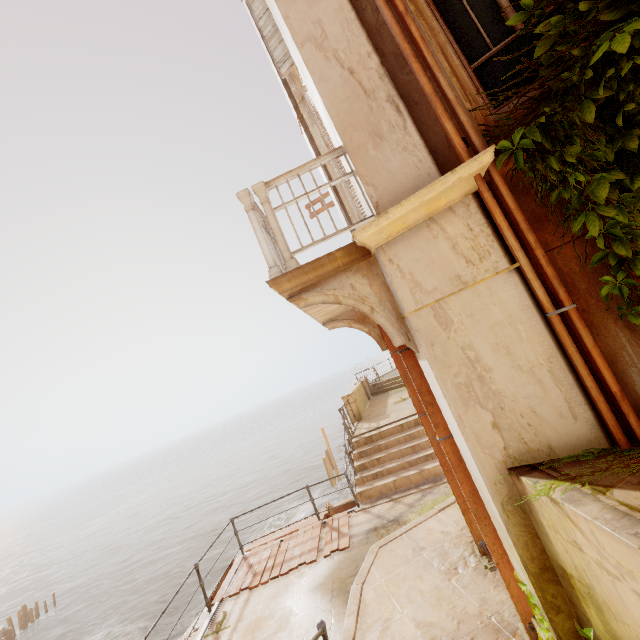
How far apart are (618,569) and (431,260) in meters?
2.3 m

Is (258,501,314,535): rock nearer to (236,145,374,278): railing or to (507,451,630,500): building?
(236,145,374,278): railing

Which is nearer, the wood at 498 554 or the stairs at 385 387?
the wood at 498 554

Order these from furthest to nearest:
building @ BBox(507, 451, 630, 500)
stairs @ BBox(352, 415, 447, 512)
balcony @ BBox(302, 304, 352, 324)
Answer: stairs @ BBox(352, 415, 447, 512) < balcony @ BBox(302, 304, 352, 324) < building @ BBox(507, 451, 630, 500)

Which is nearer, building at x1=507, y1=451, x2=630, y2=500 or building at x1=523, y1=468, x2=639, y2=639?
building at x1=523, y1=468, x2=639, y2=639

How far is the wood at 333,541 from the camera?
6.9 meters

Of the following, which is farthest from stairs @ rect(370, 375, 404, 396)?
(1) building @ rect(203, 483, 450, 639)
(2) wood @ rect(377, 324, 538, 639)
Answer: (1) building @ rect(203, 483, 450, 639)

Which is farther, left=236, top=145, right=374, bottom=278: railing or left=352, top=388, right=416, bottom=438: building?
left=352, top=388, right=416, bottom=438: building
